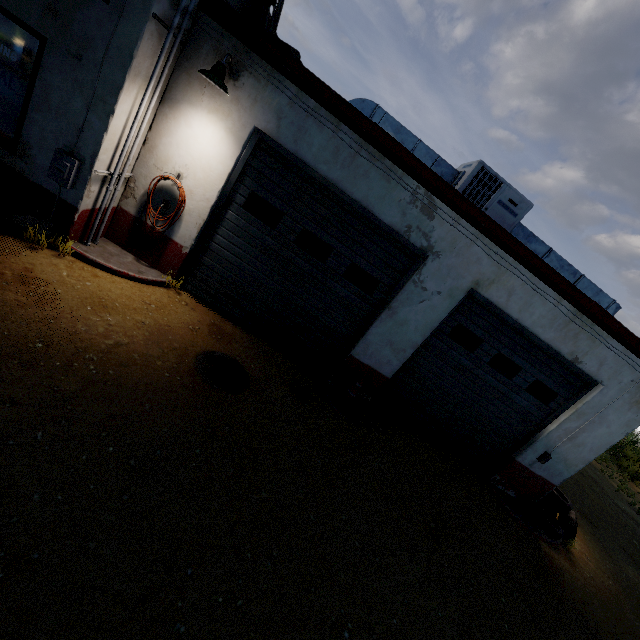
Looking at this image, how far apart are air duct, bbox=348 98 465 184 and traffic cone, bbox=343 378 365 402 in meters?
3.9 m

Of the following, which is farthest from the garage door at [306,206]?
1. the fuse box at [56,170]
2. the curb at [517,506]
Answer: the curb at [517,506]

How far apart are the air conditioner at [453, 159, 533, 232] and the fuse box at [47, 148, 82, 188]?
6.0 meters

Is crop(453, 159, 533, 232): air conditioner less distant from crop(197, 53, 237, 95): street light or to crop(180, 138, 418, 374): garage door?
crop(180, 138, 418, 374): garage door

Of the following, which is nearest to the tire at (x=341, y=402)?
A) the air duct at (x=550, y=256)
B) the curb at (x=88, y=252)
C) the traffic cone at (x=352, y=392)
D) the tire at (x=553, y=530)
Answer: the traffic cone at (x=352, y=392)

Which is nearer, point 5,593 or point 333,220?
point 5,593

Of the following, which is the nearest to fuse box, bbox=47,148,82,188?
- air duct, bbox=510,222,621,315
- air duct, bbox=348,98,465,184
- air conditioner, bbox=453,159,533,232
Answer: air duct, bbox=348,98,465,184

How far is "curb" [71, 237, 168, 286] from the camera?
5.09m
